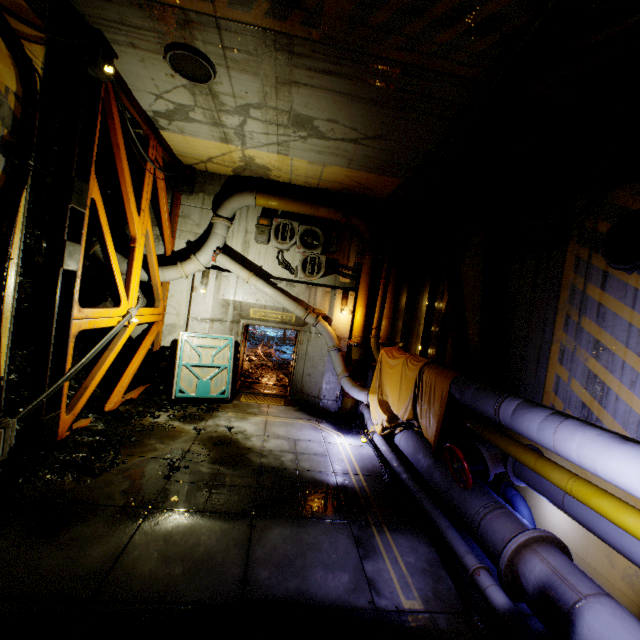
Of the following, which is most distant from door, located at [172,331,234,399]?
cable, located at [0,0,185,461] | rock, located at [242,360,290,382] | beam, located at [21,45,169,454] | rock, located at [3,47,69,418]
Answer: rock, located at [242,360,290,382]

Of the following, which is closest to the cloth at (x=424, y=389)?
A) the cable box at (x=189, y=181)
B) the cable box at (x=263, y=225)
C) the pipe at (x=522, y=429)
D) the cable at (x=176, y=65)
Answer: the pipe at (x=522, y=429)

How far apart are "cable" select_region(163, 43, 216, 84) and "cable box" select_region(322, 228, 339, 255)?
5.25m

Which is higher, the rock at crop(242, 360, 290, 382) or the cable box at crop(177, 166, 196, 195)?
the cable box at crop(177, 166, 196, 195)

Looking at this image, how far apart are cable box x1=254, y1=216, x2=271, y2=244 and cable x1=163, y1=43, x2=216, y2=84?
4.3m

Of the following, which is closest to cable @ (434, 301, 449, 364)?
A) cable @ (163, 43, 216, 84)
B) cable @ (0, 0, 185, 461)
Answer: cable @ (163, 43, 216, 84)

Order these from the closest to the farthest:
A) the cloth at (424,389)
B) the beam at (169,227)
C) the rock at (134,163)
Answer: the cloth at (424,389), the rock at (134,163), the beam at (169,227)

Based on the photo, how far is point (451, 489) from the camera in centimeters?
542cm
